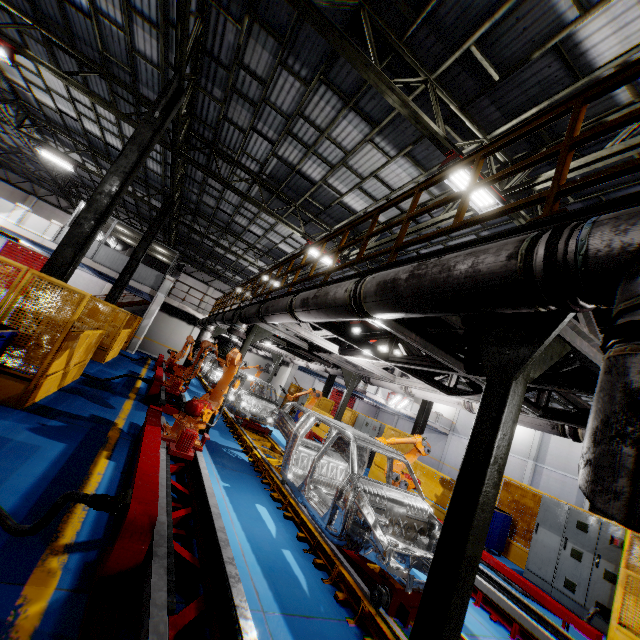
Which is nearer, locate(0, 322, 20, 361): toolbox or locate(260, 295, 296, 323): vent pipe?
locate(0, 322, 20, 361): toolbox

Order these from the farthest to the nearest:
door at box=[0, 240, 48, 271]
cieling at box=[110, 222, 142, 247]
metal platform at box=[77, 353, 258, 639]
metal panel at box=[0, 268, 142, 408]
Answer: door at box=[0, 240, 48, 271] → cieling at box=[110, 222, 142, 247] → metal panel at box=[0, 268, 142, 408] → metal platform at box=[77, 353, 258, 639]

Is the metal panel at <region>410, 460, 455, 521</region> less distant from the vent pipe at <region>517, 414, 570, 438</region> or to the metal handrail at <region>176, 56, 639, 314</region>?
the metal handrail at <region>176, 56, 639, 314</region>

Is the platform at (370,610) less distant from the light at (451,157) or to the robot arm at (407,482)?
the robot arm at (407,482)

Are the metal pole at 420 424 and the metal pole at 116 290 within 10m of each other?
no

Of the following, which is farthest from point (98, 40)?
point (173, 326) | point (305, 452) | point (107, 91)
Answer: point (173, 326)

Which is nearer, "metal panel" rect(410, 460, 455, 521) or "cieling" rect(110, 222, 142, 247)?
"metal panel" rect(410, 460, 455, 521)

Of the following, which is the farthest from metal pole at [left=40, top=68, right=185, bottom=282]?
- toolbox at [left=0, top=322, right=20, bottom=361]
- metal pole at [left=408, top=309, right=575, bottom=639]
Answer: metal pole at [left=408, top=309, right=575, bottom=639]
